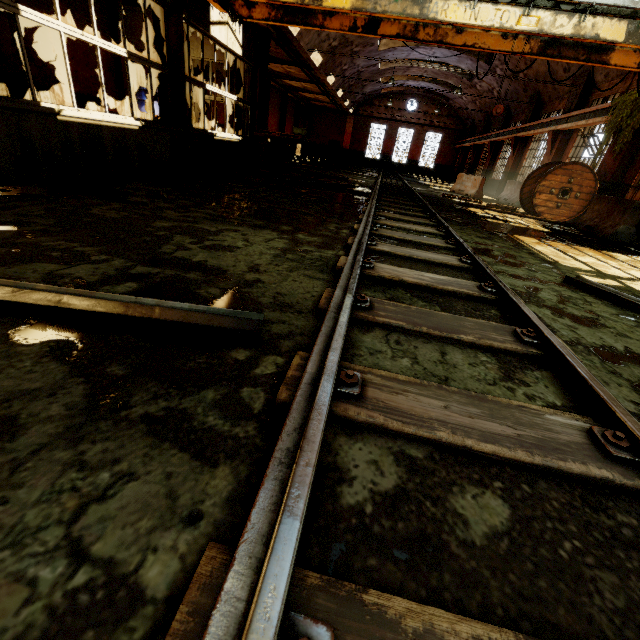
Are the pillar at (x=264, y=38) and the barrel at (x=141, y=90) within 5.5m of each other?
yes

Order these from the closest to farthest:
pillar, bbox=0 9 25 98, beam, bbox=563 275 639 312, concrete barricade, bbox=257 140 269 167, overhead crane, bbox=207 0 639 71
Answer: beam, bbox=563 275 639 312 → overhead crane, bbox=207 0 639 71 → pillar, bbox=0 9 25 98 → concrete barricade, bbox=257 140 269 167

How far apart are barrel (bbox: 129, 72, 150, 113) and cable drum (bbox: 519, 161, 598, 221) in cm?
1250

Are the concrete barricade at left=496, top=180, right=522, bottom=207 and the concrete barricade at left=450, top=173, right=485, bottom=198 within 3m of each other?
yes

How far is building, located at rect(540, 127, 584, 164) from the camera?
14.2 meters

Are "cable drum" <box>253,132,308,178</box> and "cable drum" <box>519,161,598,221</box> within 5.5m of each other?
no

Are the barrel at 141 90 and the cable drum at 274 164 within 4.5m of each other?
yes

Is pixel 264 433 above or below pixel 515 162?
below
